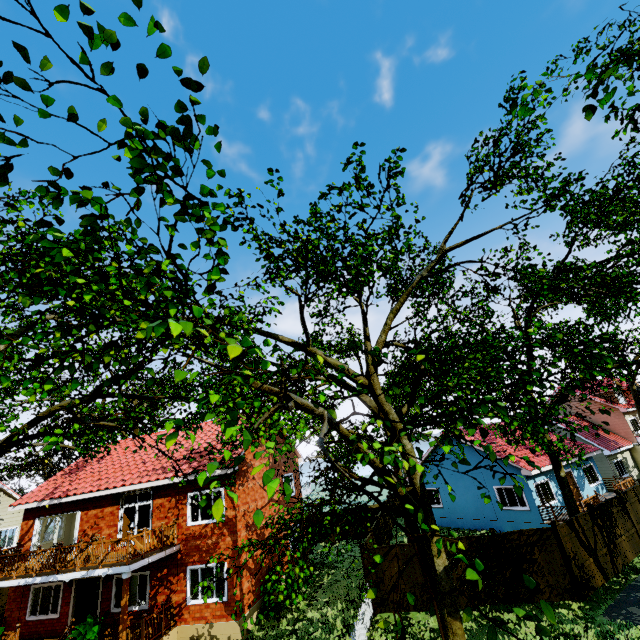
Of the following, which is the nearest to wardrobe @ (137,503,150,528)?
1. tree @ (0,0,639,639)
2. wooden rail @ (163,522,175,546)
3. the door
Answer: the door

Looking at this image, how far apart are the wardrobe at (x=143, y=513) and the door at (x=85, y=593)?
2.3 meters

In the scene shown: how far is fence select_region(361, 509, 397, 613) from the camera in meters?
13.8

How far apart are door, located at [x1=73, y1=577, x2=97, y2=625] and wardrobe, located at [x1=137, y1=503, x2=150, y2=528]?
2.3 meters

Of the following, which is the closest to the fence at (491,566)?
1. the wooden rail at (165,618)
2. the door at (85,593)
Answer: the wooden rail at (165,618)

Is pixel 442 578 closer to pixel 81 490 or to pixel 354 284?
pixel 354 284

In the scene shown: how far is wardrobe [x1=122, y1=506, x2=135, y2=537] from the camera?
16.5 meters
